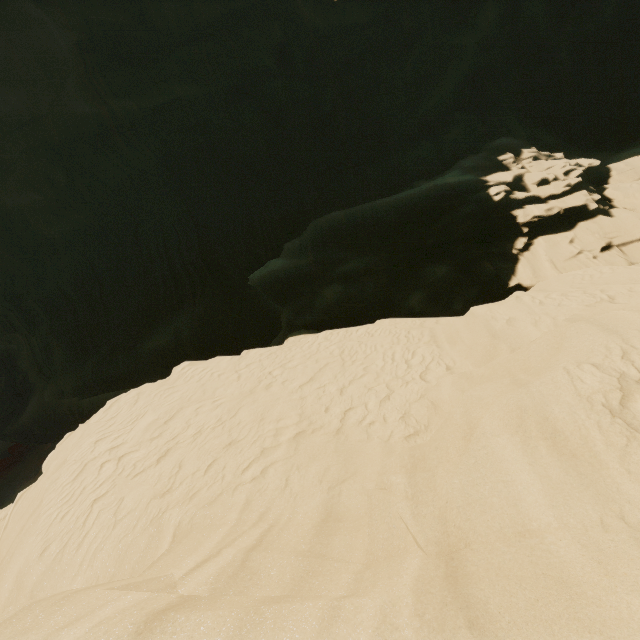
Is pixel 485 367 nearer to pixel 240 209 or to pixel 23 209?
pixel 240 209
